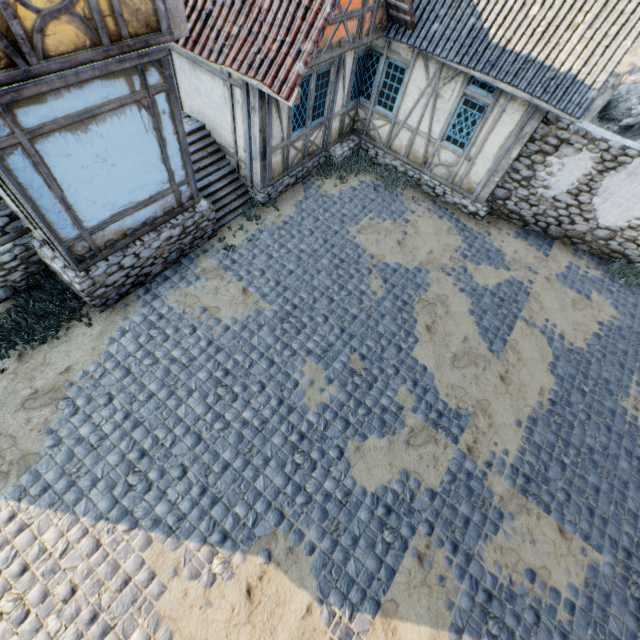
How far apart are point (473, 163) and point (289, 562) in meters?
10.8

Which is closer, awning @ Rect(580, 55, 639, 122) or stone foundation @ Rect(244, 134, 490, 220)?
stone foundation @ Rect(244, 134, 490, 220)

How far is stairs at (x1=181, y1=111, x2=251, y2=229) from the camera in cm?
→ 834

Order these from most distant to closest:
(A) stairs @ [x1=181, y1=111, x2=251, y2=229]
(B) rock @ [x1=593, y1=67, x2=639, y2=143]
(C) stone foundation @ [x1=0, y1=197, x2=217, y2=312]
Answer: (B) rock @ [x1=593, y1=67, x2=639, y2=143] < (A) stairs @ [x1=181, y1=111, x2=251, y2=229] < (C) stone foundation @ [x1=0, y1=197, x2=217, y2=312]

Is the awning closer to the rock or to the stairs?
the rock

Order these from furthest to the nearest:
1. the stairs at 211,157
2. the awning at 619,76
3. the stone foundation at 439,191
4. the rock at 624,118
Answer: the rock at 624,118
the awning at 619,76
the stone foundation at 439,191
the stairs at 211,157

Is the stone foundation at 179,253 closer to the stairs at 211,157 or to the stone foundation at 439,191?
the stairs at 211,157

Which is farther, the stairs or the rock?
the rock
